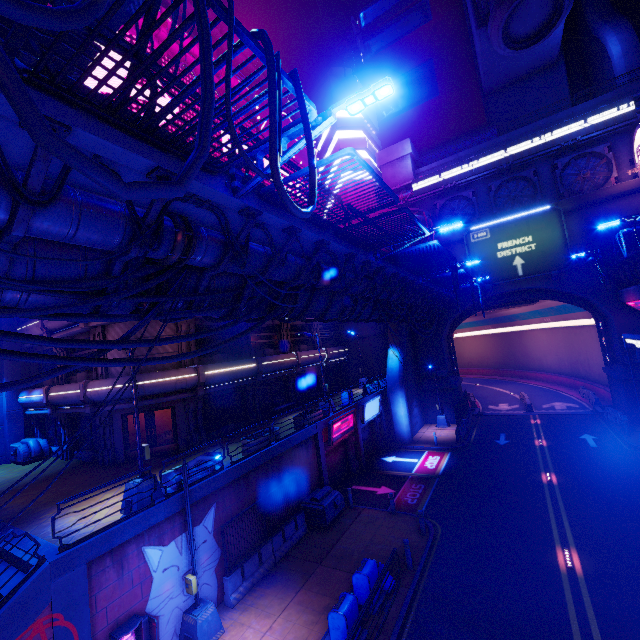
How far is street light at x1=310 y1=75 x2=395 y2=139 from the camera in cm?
461

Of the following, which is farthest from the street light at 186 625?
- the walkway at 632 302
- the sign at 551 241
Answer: the sign at 551 241

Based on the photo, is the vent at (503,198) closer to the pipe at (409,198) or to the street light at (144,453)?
the pipe at (409,198)

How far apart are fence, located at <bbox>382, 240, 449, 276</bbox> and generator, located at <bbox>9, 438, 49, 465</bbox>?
24.4m

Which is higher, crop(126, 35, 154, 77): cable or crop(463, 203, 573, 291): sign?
crop(463, 203, 573, 291): sign

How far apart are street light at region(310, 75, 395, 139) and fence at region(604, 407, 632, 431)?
31.58m

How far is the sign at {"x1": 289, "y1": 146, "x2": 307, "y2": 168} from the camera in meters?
30.9 m

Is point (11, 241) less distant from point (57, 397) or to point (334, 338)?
point (57, 397)
